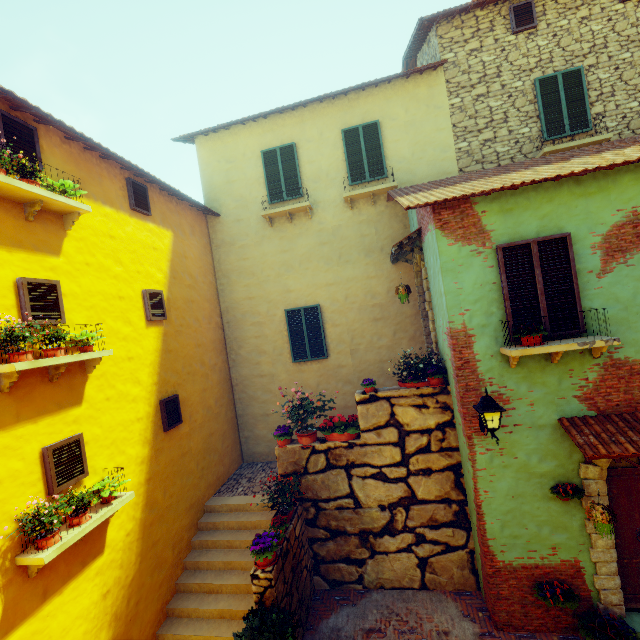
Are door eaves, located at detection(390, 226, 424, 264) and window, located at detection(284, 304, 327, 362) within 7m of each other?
yes

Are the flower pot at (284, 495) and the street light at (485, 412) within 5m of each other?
yes

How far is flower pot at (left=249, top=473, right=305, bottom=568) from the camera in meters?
5.4

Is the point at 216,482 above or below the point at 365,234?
below

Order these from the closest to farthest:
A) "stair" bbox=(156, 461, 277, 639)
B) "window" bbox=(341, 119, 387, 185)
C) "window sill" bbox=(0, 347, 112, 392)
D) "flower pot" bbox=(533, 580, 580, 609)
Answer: "window sill" bbox=(0, 347, 112, 392) → "flower pot" bbox=(533, 580, 580, 609) → "stair" bbox=(156, 461, 277, 639) → "window" bbox=(341, 119, 387, 185)

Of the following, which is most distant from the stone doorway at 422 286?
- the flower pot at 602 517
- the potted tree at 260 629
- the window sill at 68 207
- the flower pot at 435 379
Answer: the window sill at 68 207

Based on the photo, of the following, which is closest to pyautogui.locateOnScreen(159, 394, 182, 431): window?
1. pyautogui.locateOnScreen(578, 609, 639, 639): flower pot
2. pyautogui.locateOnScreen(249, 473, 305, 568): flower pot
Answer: pyautogui.locateOnScreen(249, 473, 305, 568): flower pot

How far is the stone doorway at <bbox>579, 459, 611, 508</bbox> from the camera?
5.3 meters
